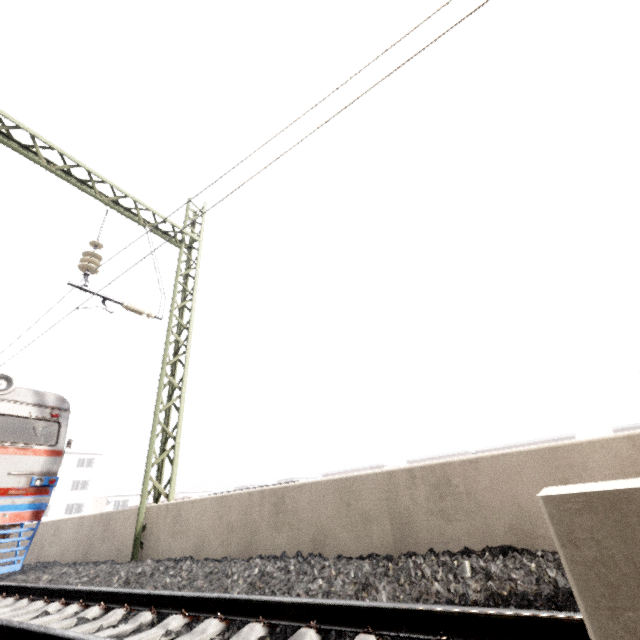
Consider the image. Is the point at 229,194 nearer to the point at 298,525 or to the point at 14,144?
the point at 298,525

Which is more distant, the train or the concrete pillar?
the train

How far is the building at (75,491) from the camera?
44.2m

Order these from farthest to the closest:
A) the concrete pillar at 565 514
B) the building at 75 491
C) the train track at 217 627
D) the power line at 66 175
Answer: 1. the building at 75 491
2. the power line at 66 175
3. the train track at 217 627
4. the concrete pillar at 565 514

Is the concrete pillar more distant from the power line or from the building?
the building

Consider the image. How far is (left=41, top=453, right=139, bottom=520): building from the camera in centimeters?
4425cm

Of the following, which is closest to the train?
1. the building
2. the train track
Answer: the train track

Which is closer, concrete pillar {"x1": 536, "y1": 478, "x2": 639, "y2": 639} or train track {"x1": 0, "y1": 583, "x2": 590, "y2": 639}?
concrete pillar {"x1": 536, "y1": 478, "x2": 639, "y2": 639}
